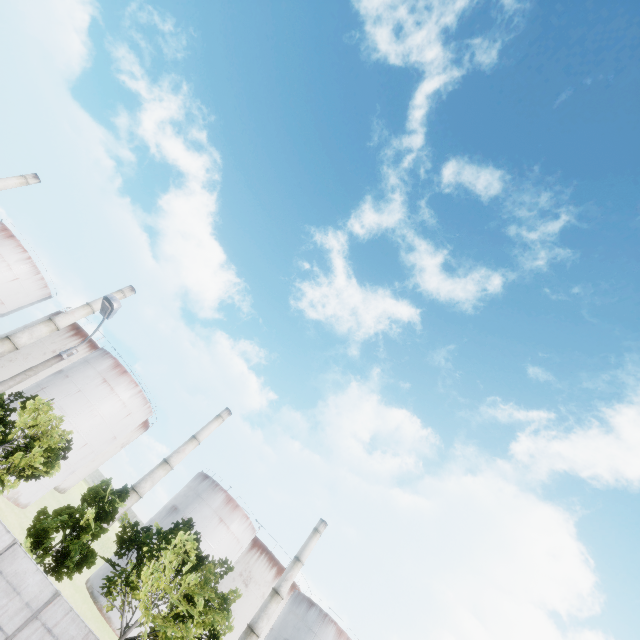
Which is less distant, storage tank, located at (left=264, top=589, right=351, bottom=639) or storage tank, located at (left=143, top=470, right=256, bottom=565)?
storage tank, located at (left=143, top=470, right=256, bottom=565)

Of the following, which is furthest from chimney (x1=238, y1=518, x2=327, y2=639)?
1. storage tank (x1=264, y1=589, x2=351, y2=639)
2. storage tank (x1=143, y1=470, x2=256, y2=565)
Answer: storage tank (x1=143, y1=470, x2=256, y2=565)

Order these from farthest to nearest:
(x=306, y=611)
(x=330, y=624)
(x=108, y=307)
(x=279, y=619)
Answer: (x=279, y=619) → (x=306, y=611) → (x=330, y=624) → (x=108, y=307)

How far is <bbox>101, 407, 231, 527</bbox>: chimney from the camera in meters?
41.6

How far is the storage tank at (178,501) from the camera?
42.94m

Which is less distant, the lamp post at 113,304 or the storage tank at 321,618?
the lamp post at 113,304

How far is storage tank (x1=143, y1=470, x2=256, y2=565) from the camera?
42.94m

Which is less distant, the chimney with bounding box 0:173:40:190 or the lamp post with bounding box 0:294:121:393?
the lamp post with bounding box 0:294:121:393
